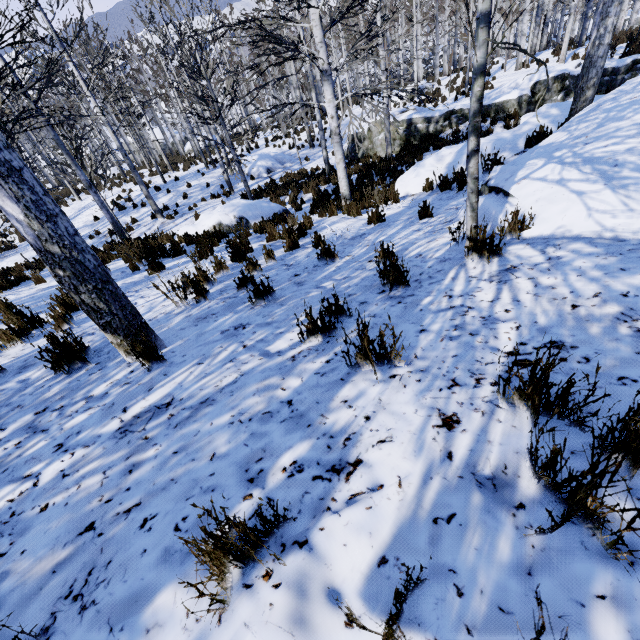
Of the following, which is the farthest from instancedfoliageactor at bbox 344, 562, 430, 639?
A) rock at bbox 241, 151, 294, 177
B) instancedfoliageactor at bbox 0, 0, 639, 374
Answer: rock at bbox 241, 151, 294, 177

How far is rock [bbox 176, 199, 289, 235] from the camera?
9.0 meters

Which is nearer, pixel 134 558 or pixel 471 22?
pixel 134 558

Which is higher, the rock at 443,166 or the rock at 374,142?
the rock at 443,166

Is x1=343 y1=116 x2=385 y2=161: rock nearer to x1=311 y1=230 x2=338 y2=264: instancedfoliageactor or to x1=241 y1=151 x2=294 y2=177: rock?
x1=311 y1=230 x2=338 y2=264: instancedfoliageactor

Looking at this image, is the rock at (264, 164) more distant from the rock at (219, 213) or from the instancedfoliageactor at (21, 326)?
the instancedfoliageactor at (21, 326)

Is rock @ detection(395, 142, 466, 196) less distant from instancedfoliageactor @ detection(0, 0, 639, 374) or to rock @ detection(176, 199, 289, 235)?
rock @ detection(176, 199, 289, 235)

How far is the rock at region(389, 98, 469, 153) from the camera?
14.08m
